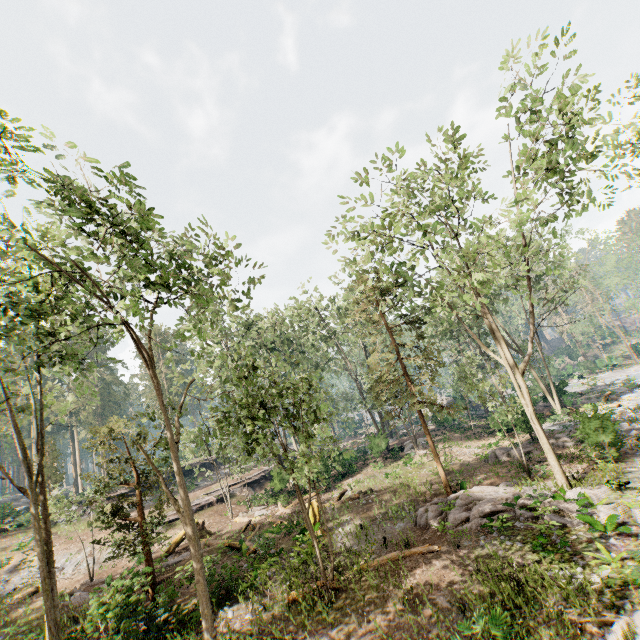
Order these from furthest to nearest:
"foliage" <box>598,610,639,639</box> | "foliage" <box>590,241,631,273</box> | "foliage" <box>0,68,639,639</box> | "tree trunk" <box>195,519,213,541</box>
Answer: "foliage" <box>590,241,631,273</box>
"tree trunk" <box>195,519,213,541</box>
"foliage" <box>0,68,639,639</box>
"foliage" <box>598,610,639,639</box>

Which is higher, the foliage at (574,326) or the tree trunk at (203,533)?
the foliage at (574,326)

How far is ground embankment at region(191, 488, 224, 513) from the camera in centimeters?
2891cm

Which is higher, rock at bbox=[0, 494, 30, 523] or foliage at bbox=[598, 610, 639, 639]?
rock at bbox=[0, 494, 30, 523]

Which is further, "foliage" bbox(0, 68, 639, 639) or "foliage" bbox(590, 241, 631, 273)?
"foliage" bbox(590, 241, 631, 273)

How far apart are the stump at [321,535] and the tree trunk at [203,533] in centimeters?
906cm

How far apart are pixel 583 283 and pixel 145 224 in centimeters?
3227cm

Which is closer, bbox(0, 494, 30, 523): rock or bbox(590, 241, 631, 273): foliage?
bbox(0, 494, 30, 523): rock
